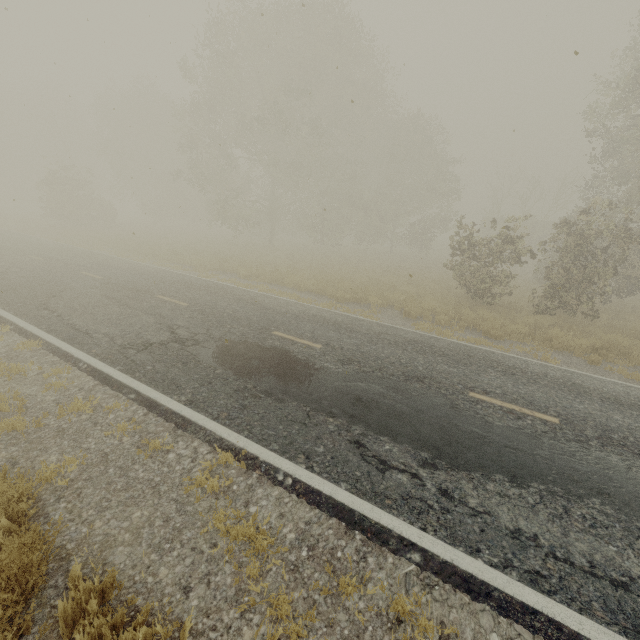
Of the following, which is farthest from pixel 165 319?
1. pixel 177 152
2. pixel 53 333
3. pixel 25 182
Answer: pixel 25 182

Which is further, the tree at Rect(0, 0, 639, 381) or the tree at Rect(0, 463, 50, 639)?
the tree at Rect(0, 0, 639, 381)

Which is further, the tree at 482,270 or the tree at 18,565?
the tree at 482,270
